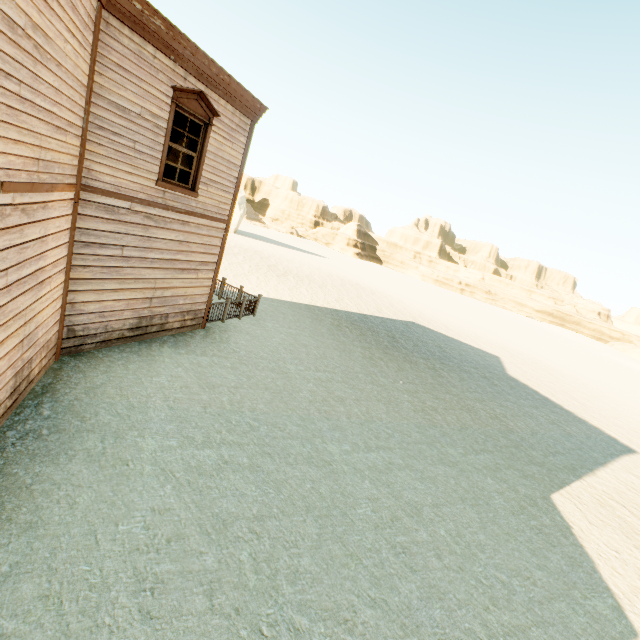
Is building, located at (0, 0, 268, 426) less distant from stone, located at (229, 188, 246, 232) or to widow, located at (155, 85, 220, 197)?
widow, located at (155, 85, 220, 197)

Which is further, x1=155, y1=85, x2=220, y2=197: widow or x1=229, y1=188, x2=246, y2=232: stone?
x1=229, y1=188, x2=246, y2=232: stone

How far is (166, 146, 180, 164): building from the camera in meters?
10.3 m

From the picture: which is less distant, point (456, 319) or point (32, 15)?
point (32, 15)

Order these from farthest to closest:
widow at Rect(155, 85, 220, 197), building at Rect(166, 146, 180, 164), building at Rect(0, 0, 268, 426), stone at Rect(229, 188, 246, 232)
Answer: stone at Rect(229, 188, 246, 232) < building at Rect(166, 146, 180, 164) < widow at Rect(155, 85, 220, 197) < building at Rect(0, 0, 268, 426)

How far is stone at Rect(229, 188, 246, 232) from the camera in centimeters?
4484cm

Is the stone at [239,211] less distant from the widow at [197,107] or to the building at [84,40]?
the building at [84,40]
